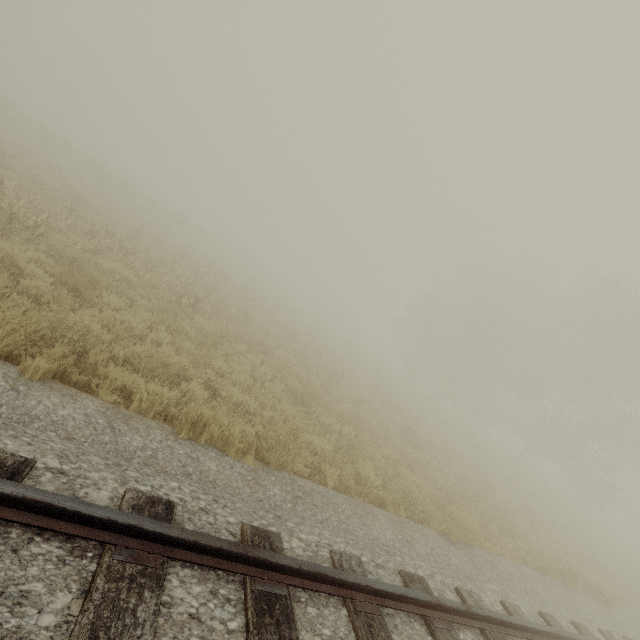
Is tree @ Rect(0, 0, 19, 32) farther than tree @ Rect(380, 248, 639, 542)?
Yes

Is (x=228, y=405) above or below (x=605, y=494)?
below

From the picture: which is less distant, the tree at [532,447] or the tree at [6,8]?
the tree at [532,447]
